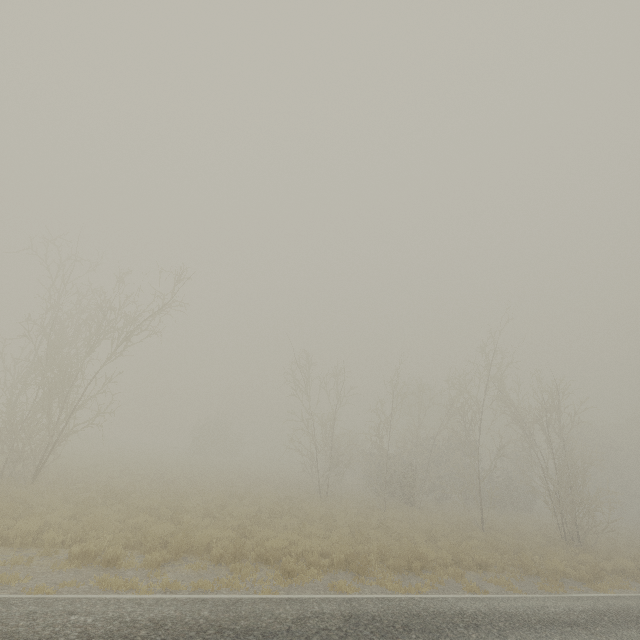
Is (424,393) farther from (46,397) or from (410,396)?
(46,397)

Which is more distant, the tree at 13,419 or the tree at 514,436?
the tree at 514,436

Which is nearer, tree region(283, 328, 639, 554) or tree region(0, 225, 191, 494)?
tree region(0, 225, 191, 494)
